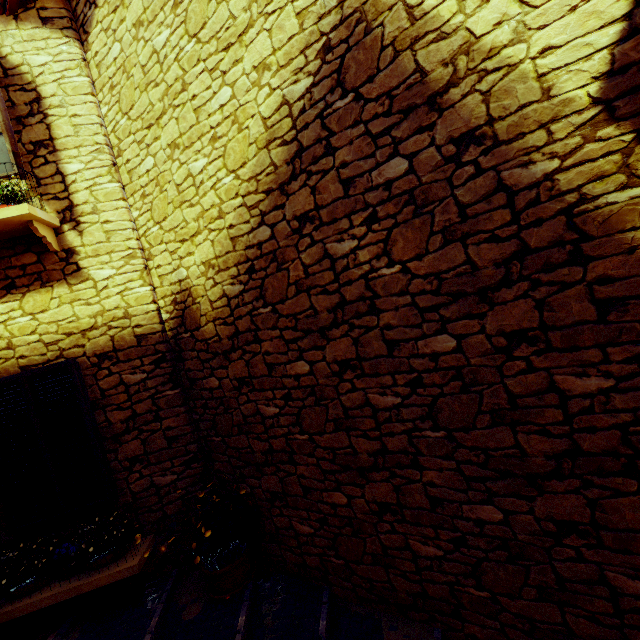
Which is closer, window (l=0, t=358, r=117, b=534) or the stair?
the stair

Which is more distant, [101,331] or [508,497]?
[101,331]

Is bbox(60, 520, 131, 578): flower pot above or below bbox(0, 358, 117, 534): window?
below

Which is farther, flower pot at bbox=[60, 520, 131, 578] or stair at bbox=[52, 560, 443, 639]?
flower pot at bbox=[60, 520, 131, 578]

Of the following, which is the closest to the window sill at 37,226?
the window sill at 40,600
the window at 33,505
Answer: the window at 33,505

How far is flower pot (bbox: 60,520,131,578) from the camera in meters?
3.3

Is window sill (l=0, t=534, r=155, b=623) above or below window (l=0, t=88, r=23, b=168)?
below

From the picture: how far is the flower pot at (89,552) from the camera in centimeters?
333cm
